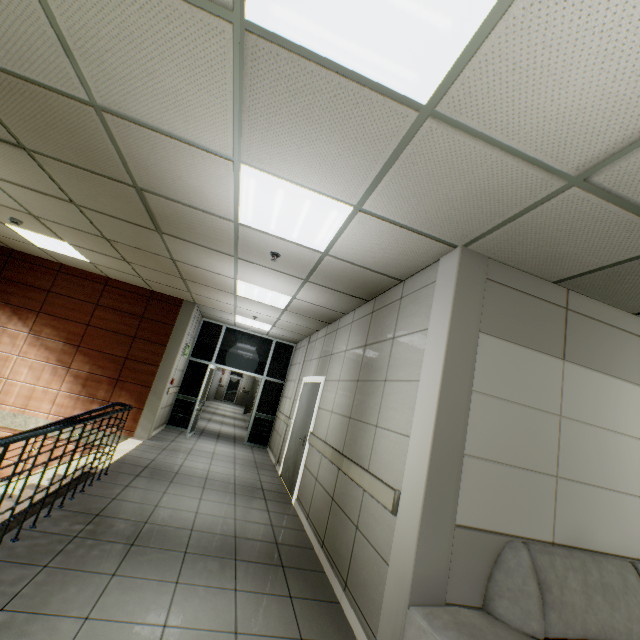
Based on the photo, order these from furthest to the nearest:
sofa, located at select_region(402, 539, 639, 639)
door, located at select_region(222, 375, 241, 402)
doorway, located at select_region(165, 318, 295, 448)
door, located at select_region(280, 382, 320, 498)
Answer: door, located at select_region(222, 375, 241, 402)
doorway, located at select_region(165, 318, 295, 448)
door, located at select_region(280, 382, 320, 498)
sofa, located at select_region(402, 539, 639, 639)

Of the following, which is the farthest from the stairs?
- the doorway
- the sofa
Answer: the sofa

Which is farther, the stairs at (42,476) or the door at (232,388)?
the door at (232,388)

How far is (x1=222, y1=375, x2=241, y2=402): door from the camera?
24.8m

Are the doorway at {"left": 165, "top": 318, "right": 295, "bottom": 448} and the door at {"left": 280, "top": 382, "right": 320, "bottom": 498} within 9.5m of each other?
yes

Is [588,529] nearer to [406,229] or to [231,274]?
[406,229]

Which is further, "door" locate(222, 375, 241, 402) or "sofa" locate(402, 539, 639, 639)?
"door" locate(222, 375, 241, 402)

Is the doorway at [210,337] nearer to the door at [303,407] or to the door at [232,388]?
the door at [303,407]
